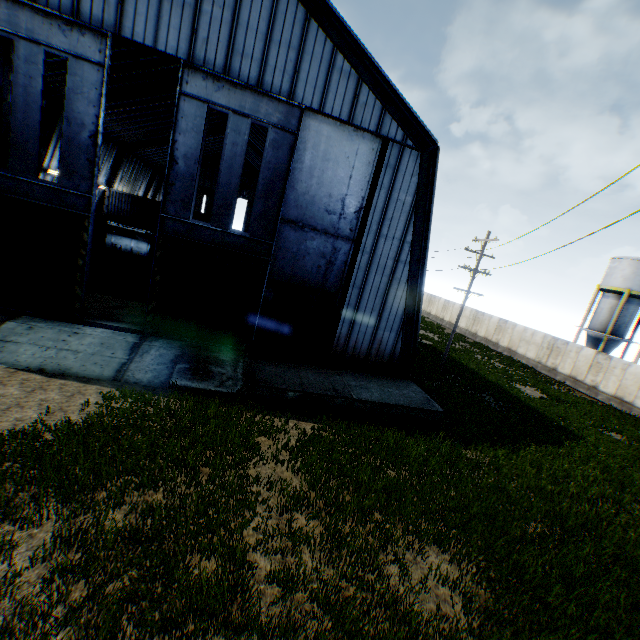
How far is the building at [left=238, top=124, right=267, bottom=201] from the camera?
33.5 meters

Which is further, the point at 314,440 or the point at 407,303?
the point at 407,303

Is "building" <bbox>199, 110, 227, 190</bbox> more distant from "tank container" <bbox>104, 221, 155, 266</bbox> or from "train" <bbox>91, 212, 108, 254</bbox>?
"tank container" <bbox>104, 221, 155, 266</bbox>

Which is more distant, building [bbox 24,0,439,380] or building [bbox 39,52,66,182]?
building [bbox 39,52,66,182]

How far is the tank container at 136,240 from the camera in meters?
27.5 m

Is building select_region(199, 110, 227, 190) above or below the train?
above

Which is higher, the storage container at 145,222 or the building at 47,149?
the building at 47,149

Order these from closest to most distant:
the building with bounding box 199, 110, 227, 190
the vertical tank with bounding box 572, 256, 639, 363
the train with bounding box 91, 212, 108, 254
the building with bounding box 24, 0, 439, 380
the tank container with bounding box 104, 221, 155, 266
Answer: the building with bounding box 24, 0, 439, 380, the train with bounding box 91, 212, 108, 254, the tank container with bounding box 104, 221, 155, 266, the vertical tank with bounding box 572, 256, 639, 363, the building with bounding box 199, 110, 227, 190
